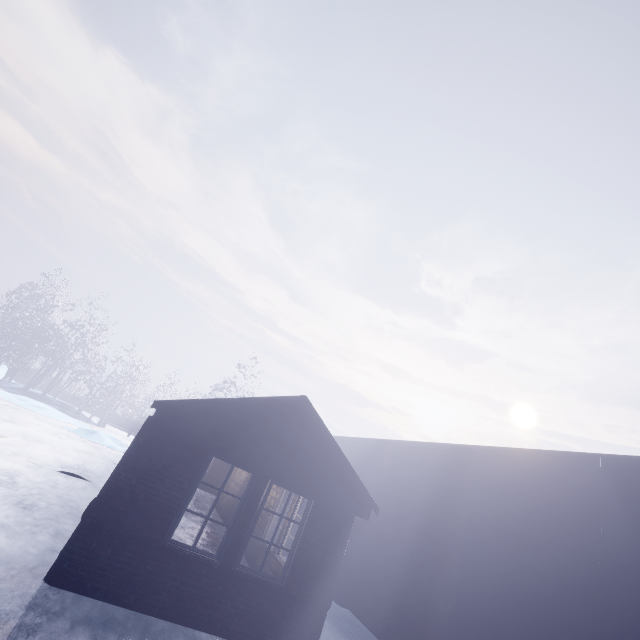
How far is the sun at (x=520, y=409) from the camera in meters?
58.5

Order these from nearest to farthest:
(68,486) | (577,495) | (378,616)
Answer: (577,495), (378,616), (68,486)

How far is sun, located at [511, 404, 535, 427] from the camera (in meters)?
58.53
